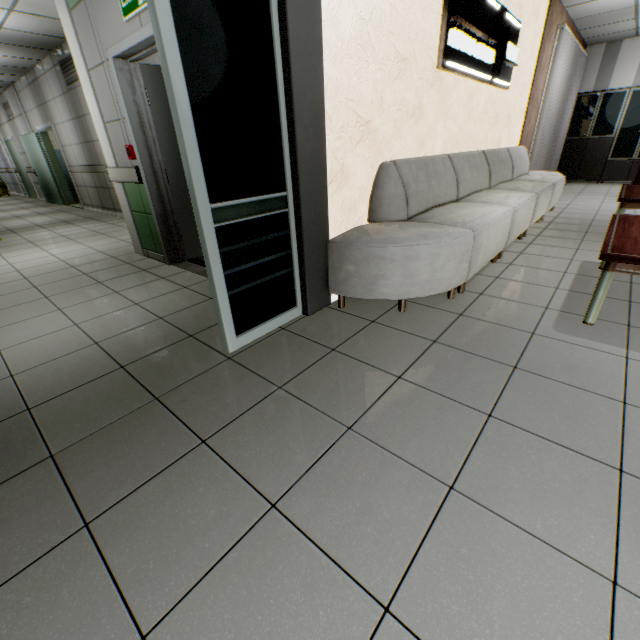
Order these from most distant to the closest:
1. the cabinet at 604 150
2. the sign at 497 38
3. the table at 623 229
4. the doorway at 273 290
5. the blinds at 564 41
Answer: the cabinet at 604 150, the blinds at 564 41, the sign at 497 38, the table at 623 229, the doorway at 273 290

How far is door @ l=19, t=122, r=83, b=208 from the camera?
9.1 meters

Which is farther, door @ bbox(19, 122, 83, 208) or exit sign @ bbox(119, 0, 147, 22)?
door @ bbox(19, 122, 83, 208)

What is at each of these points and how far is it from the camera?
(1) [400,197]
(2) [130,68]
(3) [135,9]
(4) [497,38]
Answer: (1) sofa, 2.8m
(2) door, 3.2m
(3) exit sign, 2.6m
(4) sign, 3.7m

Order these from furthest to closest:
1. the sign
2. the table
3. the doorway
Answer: the sign < the table < the doorway

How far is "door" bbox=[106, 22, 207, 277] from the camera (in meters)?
3.08

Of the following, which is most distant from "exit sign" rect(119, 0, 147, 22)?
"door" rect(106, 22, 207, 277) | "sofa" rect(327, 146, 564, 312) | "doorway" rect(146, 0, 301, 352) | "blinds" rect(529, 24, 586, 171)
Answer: "blinds" rect(529, 24, 586, 171)

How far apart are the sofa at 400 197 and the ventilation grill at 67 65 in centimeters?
728cm
